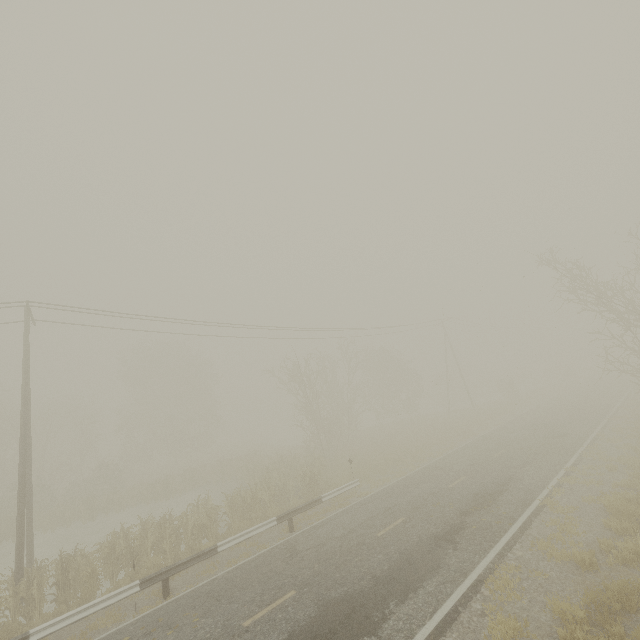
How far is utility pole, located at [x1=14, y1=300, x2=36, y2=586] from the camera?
12.9 meters

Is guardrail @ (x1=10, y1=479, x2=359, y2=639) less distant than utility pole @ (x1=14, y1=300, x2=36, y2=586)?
Yes

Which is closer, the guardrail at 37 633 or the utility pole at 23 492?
the guardrail at 37 633

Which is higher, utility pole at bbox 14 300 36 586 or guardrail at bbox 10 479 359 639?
utility pole at bbox 14 300 36 586

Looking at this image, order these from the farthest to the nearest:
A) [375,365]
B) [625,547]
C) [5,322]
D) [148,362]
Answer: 1. [375,365]
2. [148,362]
3. [5,322]
4. [625,547]

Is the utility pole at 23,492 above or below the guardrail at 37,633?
above
